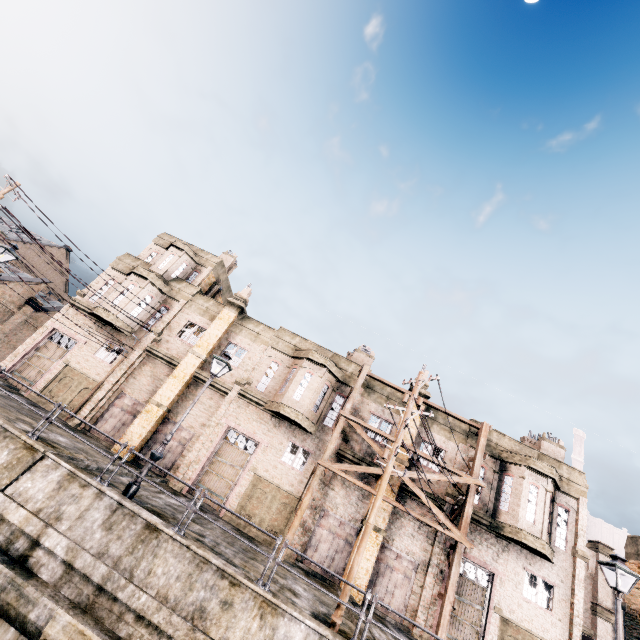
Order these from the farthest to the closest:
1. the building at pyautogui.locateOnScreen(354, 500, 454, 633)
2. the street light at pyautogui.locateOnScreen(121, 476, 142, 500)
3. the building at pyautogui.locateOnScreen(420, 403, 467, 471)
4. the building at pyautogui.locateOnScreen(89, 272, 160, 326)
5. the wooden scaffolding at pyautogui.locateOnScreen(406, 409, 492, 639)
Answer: the building at pyautogui.locateOnScreen(89, 272, 160, 326) → the building at pyautogui.locateOnScreen(420, 403, 467, 471) → the building at pyautogui.locateOnScreen(354, 500, 454, 633) → the wooden scaffolding at pyautogui.locateOnScreen(406, 409, 492, 639) → the street light at pyautogui.locateOnScreen(121, 476, 142, 500)

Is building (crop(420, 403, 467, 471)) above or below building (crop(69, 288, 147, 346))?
above

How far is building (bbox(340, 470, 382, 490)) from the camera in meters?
19.9 m

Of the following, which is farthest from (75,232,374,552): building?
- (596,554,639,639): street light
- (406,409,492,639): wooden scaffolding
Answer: (596,554,639,639): street light

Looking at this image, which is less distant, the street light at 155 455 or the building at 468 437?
the street light at 155 455

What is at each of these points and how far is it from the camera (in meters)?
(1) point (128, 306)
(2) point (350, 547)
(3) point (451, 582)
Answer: (1) building, 23.80
(2) building, 18.45
(3) wooden scaffolding, 16.14

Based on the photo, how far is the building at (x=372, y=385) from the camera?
22.00m
